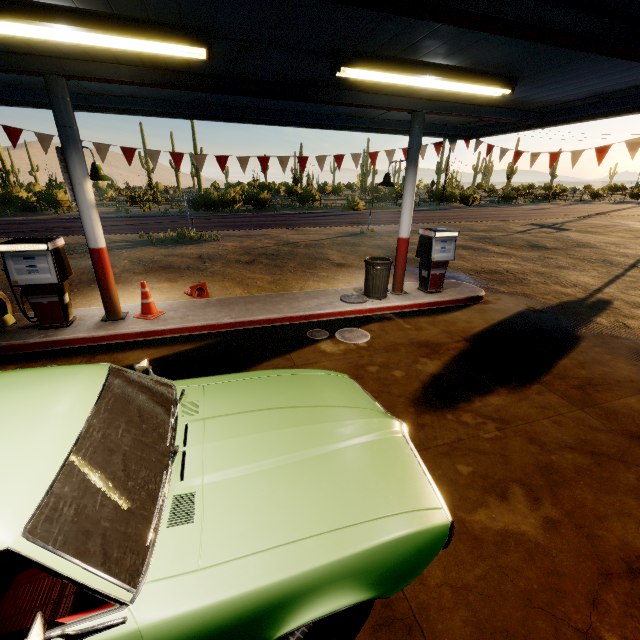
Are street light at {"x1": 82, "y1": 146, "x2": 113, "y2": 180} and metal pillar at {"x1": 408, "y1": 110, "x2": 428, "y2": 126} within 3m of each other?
no

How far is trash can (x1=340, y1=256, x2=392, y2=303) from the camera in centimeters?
725cm

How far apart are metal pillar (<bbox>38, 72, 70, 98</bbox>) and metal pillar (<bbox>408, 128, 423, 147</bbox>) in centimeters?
588cm

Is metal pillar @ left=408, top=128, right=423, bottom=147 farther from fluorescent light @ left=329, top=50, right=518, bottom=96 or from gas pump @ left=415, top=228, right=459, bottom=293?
fluorescent light @ left=329, top=50, right=518, bottom=96

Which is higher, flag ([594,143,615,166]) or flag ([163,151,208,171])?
flag ([594,143,615,166])

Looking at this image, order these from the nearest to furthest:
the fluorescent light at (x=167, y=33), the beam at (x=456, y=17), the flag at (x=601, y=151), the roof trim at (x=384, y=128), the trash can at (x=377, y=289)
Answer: the beam at (x=456, y=17) < the fluorescent light at (x=167, y=33) < the flag at (x=601, y=151) < the roof trim at (x=384, y=128) < the trash can at (x=377, y=289)

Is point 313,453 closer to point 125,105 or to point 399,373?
point 399,373

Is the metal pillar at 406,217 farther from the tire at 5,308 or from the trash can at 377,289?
the tire at 5,308
